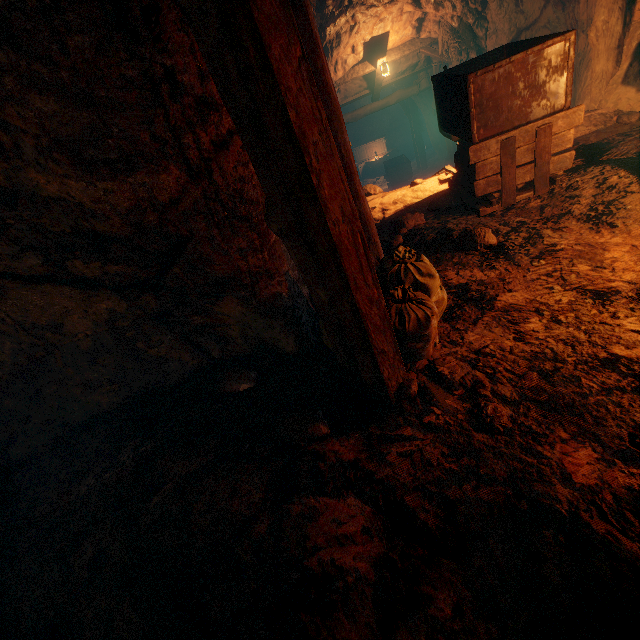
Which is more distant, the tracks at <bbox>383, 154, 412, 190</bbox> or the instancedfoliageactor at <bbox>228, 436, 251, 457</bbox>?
the tracks at <bbox>383, 154, 412, 190</bbox>

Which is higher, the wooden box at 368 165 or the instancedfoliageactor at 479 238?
the instancedfoliageactor at 479 238

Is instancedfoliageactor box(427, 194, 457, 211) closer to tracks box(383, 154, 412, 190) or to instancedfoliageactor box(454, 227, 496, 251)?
tracks box(383, 154, 412, 190)

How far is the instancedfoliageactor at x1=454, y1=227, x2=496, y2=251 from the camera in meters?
3.3

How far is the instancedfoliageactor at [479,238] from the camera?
3.3 meters

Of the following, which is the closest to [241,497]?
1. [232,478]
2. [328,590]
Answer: [232,478]

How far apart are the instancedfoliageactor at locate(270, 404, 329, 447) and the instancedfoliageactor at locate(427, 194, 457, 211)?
3.7 meters

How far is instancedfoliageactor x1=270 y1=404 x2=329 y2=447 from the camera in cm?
223
